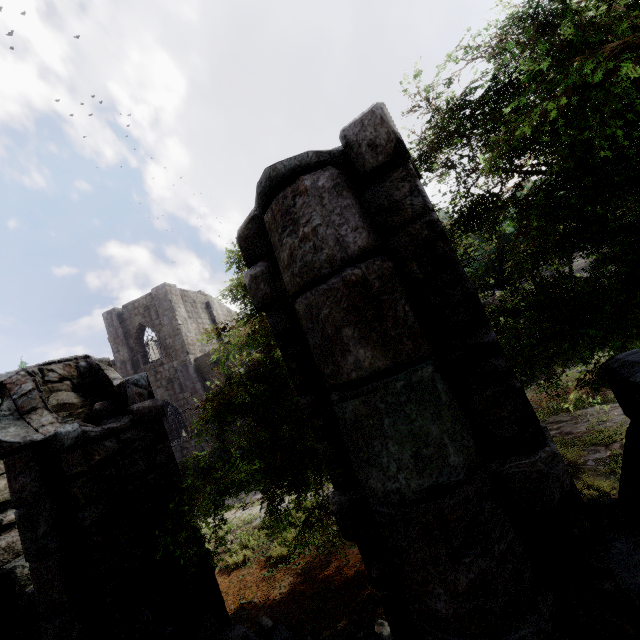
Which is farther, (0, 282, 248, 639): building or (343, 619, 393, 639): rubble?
(343, 619, 393, 639): rubble

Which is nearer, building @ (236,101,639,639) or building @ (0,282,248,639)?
building @ (236,101,639,639)

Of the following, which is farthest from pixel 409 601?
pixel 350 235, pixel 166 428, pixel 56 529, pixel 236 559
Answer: pixel 166 428

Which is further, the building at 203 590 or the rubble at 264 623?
the rubble at 264 623

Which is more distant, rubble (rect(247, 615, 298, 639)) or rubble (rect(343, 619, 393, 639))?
rubble (rect(247, 615, 298, 639))

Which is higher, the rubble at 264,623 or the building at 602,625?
the building at 602,625

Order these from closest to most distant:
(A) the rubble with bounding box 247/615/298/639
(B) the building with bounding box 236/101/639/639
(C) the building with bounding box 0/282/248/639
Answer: (B) the building with bounding box 236/101/639/639
(C) the building with bounding box 0/282/248/639
(A) the rubble with bounding box 247/615/298/639
